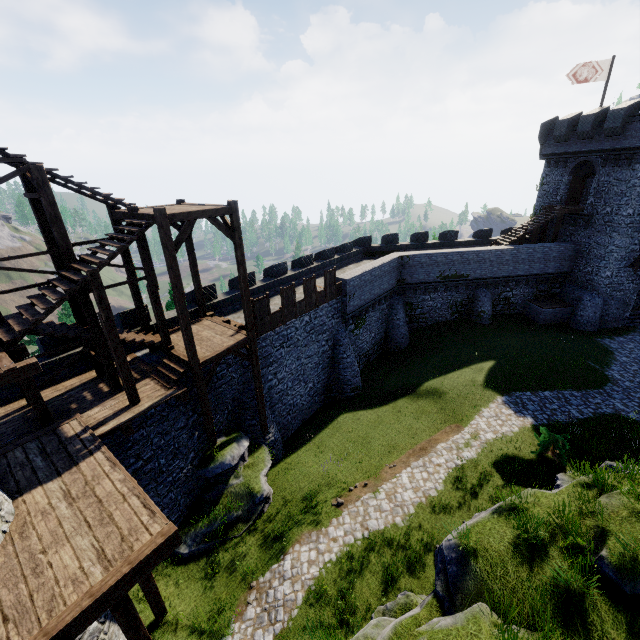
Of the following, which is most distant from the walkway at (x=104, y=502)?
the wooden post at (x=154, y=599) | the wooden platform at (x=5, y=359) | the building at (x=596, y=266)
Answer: the building at (x=596, y=266)

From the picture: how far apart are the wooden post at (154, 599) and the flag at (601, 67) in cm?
4013

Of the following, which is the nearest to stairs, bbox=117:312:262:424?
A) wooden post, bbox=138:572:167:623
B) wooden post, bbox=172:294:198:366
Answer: wooden post, bbox=172:294:198:366

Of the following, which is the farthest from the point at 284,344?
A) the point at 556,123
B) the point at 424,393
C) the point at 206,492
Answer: the point at 556,123

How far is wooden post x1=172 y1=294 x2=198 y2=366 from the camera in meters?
11.8 m

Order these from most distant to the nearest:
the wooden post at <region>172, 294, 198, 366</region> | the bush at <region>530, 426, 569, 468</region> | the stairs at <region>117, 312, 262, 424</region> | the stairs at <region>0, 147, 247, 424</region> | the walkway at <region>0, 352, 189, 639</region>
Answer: the bush at <region>530, 426, 569, 468</region>
the stairs at <region>117, 312, 262, 424</region>
the wooden post at <region>172, 294, 198, 366</region>
the stairs at <region>0, 147, 247, 424</region>
the walkway at <region>0, 352, 189, 639</region>

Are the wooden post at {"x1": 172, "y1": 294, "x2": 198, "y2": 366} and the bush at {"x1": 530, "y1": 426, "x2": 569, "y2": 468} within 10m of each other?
no

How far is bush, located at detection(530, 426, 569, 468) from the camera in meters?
15.1
